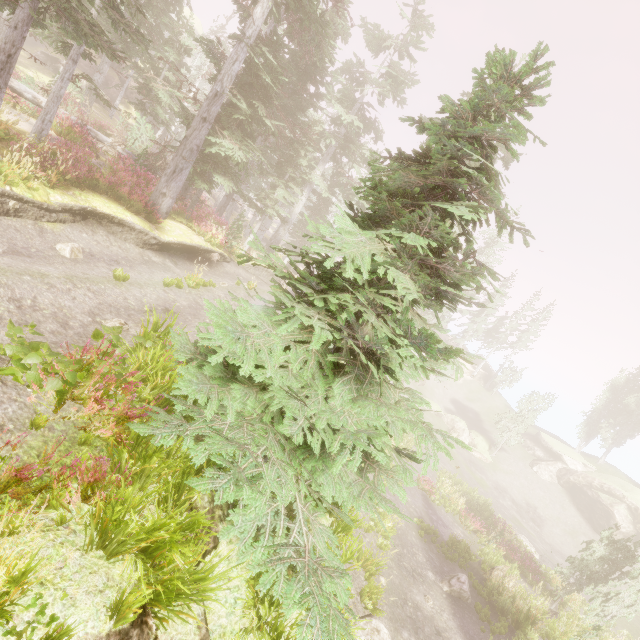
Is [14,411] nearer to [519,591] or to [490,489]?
[519,591]

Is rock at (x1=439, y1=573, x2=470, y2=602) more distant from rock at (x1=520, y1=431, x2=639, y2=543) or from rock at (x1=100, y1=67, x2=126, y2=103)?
rock at (x1=100, y1=67, x2=126, y2=103)

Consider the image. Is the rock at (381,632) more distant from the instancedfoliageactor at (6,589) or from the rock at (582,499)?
Answer: the rock at (582,499)

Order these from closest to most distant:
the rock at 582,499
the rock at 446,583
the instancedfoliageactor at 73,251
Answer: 1. the instancedfoliageactor at 73,251
2. the rock at 446,583
3. the rock at 582,499

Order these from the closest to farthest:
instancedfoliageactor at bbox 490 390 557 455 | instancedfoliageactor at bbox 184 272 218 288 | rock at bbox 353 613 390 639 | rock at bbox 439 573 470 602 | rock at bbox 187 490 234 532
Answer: rock at bbox 187 490 234 532, rock at bbox 353 613 390 639, instancedfoliageactor at bbox 184 272 218 288, rock at bbox 439 573 470 602, instancedfoliageactor at bbox 490 390 557 455

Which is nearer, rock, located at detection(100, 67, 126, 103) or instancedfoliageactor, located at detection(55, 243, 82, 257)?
instancedfoliageactor, located at detection(55, 243, 82, 257)

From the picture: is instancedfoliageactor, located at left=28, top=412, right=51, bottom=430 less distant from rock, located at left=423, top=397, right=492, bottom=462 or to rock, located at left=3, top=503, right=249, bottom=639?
rock, located at left=3, top=503, right=249, bottom=639

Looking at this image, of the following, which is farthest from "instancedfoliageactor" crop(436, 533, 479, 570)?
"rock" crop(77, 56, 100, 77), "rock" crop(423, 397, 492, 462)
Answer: "rock" crop(423, 397, 492, 462)
